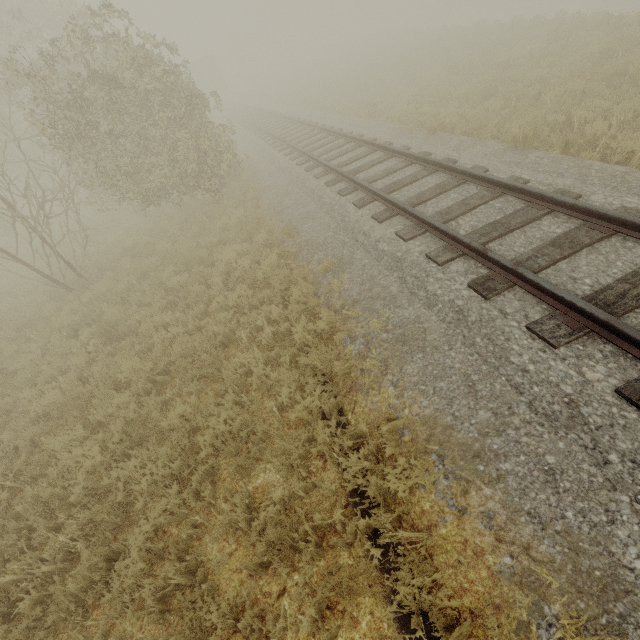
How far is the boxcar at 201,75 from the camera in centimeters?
3984cm

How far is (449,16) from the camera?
39.4 meters

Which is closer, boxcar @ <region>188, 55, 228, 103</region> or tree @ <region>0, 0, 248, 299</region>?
tree @ <region>0, 0, 248, 299</region>

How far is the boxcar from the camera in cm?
3984

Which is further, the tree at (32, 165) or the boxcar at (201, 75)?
the boxcar at (201, 75)
